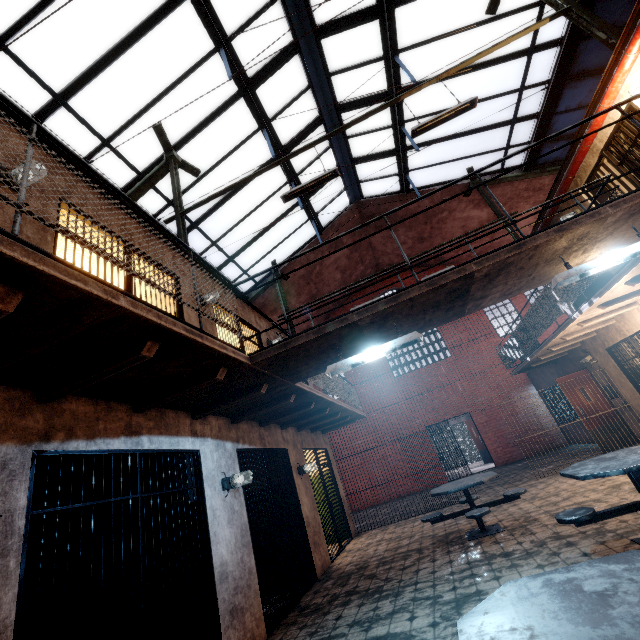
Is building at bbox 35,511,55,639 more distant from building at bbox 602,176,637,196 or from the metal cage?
the metal cage

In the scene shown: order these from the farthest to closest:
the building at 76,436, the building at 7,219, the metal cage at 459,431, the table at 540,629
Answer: the metal cage at 459,431 < the building at 7,219 < the building at 76,436 < the table at 540,629

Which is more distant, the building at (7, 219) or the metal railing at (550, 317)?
the metal railing at (550, 317)

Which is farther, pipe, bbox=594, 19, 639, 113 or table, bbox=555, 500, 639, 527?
pipe, bbox=594, 19, 639, 113

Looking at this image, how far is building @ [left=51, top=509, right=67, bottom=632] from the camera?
4.4m

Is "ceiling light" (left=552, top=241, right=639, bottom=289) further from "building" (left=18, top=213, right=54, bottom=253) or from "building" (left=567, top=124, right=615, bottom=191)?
"building" (left=18, top=213, right=54, bottom=253)

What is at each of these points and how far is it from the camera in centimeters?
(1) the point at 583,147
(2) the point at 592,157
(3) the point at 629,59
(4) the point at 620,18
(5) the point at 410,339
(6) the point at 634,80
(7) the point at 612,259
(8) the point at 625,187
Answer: (1) pipe, 609cm
(2) building, 634cm
(3) pipe, 470cm
(4) window, 742cm
(5) ceiling light, 359cm
(6) building, 501cm
(7) ceiling light, 324cm
(8) building, 691cm

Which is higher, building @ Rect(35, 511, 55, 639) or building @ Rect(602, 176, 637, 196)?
building @ Rect(602, 176, 637, 196)
